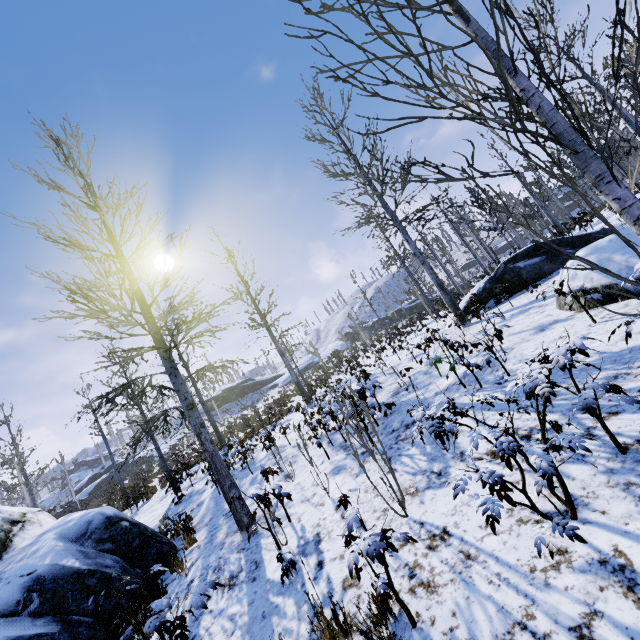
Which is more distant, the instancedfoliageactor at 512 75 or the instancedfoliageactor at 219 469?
the instancedfoliageactor at 219 469

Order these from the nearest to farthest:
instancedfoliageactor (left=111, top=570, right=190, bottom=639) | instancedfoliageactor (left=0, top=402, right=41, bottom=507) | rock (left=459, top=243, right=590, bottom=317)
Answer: instancedfoliageactor (left=111, top=570, right=190, bottom=639)
rock (left=459, top=243, right=590, bottom=317)
instancedfoliageactor (left=0, top=402, right=41, bottom=507)

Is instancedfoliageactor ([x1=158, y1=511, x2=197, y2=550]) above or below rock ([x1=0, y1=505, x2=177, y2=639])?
below

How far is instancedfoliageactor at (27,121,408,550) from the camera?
5.46m

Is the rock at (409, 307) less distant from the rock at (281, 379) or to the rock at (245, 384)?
the rock at (281, 379)

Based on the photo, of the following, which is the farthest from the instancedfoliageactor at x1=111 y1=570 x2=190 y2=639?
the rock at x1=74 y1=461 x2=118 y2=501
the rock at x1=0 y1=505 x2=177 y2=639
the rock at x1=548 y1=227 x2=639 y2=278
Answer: the rock at x1=74 y1=461 x2=118 y2=501

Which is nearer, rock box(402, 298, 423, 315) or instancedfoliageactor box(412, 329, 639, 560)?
instancedfoliageactor box(412, 329, 639, 560)

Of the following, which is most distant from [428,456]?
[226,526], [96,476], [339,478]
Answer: [96,476]
